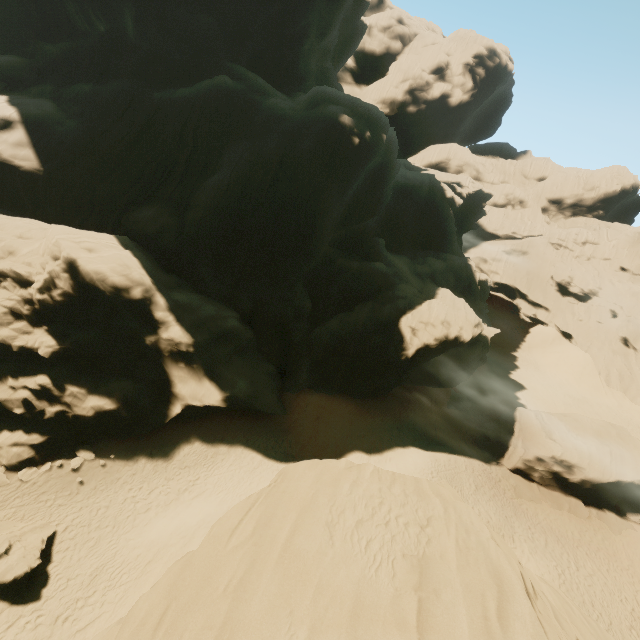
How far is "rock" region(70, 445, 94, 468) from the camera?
19.69m

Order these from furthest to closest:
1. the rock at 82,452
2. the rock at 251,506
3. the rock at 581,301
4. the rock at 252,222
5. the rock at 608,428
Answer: the rock at 581,301
the rock at 608,428
the rock at 252,222
the rock at 82,452
the rock at 251,506

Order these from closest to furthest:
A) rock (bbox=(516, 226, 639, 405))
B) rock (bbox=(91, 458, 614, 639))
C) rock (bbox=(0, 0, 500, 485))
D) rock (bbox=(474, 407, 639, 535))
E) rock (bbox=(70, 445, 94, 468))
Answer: rock (bbox=(91, 458, 614, 639))
rock (bbox=(70, 445, 94, 468))
rock (bbox=(0, 0, 500, 485))
rock (bbox=(474, 407, 639, 535))
rock (bbox=(516, 226, 639, 405))

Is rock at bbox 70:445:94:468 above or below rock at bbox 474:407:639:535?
below

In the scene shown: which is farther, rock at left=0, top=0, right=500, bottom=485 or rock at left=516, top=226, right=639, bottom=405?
rock at left=516, top=226, right=639, bottom=405

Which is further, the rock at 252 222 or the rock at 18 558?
the rock at 252 222

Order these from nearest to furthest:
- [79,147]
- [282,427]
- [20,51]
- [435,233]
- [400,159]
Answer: [282,427]
[79,147]
[20,51]
[435,233]
[400,159]
